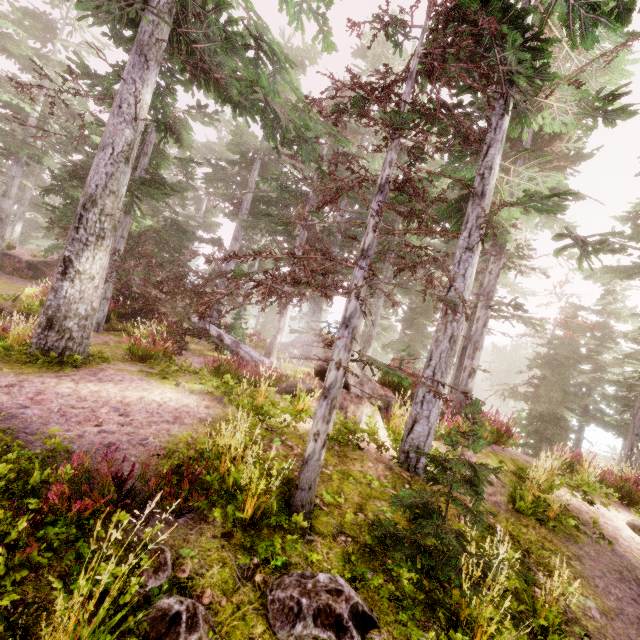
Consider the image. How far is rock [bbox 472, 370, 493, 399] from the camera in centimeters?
5572cm

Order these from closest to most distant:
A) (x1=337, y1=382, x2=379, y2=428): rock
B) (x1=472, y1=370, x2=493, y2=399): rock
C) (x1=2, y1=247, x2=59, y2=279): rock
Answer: (x1=337, y1=382, x2=379, y2=428): rock
(x1=2, y1=247, x2=59, y2=279): rock
(x1=472, y1=370, x2=493, y2=399): rock

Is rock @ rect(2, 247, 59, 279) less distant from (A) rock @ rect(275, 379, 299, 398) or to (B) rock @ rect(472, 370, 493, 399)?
(A) rock @ rect(275, 379, 299, 398)

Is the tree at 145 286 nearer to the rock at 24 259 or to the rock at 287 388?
the rock at 287 388

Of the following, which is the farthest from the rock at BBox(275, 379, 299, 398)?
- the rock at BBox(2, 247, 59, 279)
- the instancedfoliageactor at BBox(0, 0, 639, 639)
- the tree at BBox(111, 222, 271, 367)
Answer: the rock at BBox(2, 247, 59, 279)

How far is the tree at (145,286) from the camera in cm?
1150

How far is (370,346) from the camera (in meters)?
17.12

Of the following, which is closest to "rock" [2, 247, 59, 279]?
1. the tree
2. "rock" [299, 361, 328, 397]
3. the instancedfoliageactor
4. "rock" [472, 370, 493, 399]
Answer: the instancedfoliageactor
